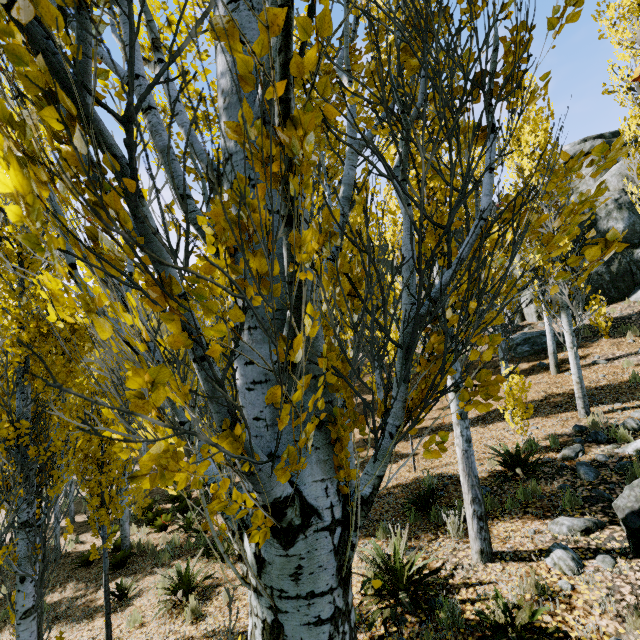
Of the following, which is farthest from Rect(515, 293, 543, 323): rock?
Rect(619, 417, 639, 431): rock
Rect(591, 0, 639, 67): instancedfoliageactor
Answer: Rect(619, 417, 639, 431): rock

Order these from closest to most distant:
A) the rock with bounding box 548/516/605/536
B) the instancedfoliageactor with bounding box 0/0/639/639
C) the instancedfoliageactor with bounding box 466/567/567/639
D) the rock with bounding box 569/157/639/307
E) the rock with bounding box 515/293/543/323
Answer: the instancedfoliageactor with bounding box 0/0/639/639, the instancedfoliageactor with bounding box 466/567/567/639, the rock with bounding box 548/516/605/536, the rock with bounding box 569/157/639/307, the rock with bounding box 515/293/543/323

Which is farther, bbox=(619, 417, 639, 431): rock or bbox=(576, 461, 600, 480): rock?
bbox=(619, 417, 639, 431): rock

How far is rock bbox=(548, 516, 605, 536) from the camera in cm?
483

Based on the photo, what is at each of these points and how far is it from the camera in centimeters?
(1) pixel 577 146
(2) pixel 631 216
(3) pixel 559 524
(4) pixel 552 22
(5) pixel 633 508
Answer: (1) rock, 2261cm
(2) rock, 1588cm
(3) rock, 504cm
(4) instancedfoliageactor, 159cm
(5) rock, 438cm

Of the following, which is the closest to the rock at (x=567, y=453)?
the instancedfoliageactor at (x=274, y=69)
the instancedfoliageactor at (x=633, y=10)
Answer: the instancedfoliageactor at (x=274, y=69)

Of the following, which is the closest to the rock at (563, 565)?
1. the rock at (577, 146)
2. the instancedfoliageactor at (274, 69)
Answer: the instancedfoliageactor at (274, 69)

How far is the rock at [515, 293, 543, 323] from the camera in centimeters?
1758cm
